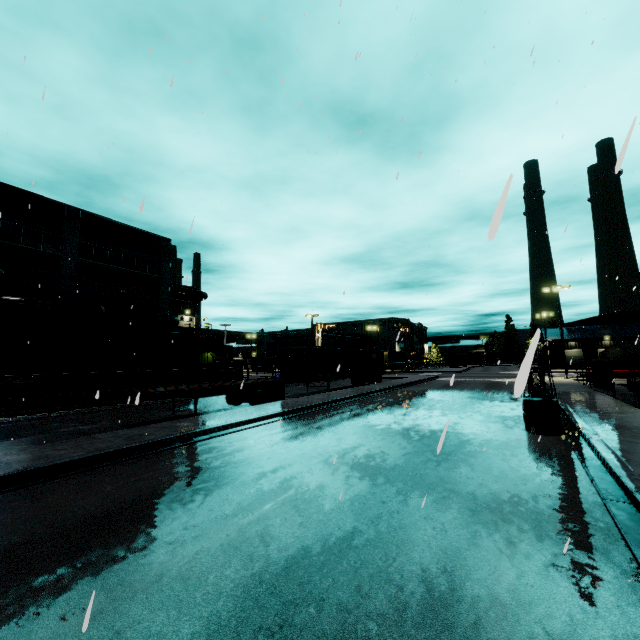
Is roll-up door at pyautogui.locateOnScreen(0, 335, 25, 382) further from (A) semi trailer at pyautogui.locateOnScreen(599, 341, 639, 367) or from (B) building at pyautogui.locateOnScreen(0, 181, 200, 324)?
(A) semi trailer at pyautogui.locateOnScreen(599, 341, 639, 367)

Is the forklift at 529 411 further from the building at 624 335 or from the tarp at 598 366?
the building at 624 335

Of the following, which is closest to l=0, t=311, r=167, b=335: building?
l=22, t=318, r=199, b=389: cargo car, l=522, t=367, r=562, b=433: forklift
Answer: l=22, t=318, r=199, b=389: cargo car

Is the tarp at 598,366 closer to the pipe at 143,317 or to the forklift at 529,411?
the forklift at 529,411

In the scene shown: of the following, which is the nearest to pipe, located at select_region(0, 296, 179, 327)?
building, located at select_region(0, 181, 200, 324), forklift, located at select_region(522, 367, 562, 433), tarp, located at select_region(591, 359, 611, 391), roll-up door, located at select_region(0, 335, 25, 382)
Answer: building, located at select_region(0, 181, 200, 324)

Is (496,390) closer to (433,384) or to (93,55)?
(433,384)

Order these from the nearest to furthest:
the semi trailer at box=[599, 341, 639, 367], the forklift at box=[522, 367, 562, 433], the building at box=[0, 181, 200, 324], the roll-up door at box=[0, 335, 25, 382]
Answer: the forklift at box=[522, 367, 562, 433] < the roll-up door at box=[0, 335, 25, 382] < the building at box=[0, 181, 200, 324] < the semi trailer at box=[599, 341, 639, 367]

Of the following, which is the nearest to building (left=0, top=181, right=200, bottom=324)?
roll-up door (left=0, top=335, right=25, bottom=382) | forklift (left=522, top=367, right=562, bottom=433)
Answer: roll-up door (left=0, top=335, right=25, bottom=382)
